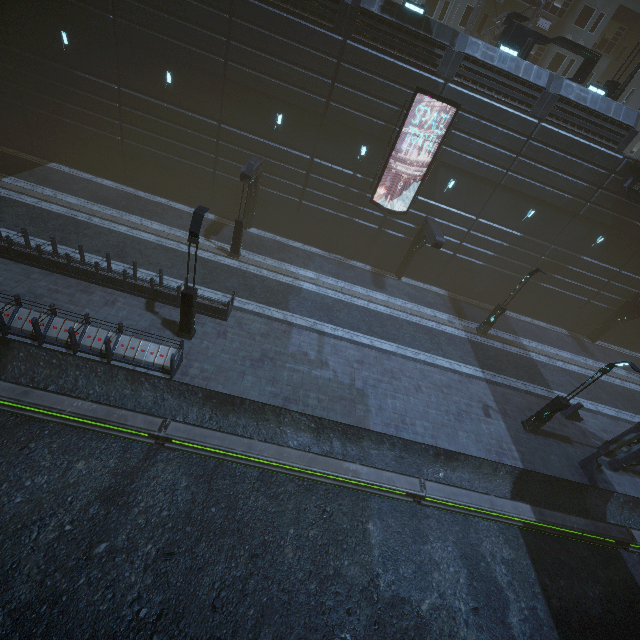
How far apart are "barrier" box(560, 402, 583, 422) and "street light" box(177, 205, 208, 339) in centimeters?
2018cm

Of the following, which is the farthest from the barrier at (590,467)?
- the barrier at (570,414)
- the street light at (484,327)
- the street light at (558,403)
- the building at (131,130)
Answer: the street light at (484,327)

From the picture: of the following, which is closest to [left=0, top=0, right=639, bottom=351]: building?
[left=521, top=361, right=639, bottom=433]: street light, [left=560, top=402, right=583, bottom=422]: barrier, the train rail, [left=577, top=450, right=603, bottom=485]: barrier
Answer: the train rail

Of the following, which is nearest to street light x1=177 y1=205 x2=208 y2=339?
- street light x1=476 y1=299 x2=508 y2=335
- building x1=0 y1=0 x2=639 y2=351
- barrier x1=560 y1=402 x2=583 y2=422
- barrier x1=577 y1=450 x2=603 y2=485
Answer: building x1=0 y1=0 x2=639 y2=351

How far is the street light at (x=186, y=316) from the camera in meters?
11.1 m

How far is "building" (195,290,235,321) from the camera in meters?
15.0 m

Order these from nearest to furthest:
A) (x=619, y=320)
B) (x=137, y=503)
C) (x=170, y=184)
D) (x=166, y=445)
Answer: A: (x=137, y=503), (x=166, y=445), (x=170, y=184), (x=619, y=320)

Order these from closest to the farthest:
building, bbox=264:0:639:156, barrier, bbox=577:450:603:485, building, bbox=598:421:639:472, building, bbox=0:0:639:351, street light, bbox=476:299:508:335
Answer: barrier, bbox=577:450:603:485, building, bbox=598:421:639:472, building, bbox=264:0:639:156, building, bbox=0:0:639:351, street light, bbox=476:299:508:335
